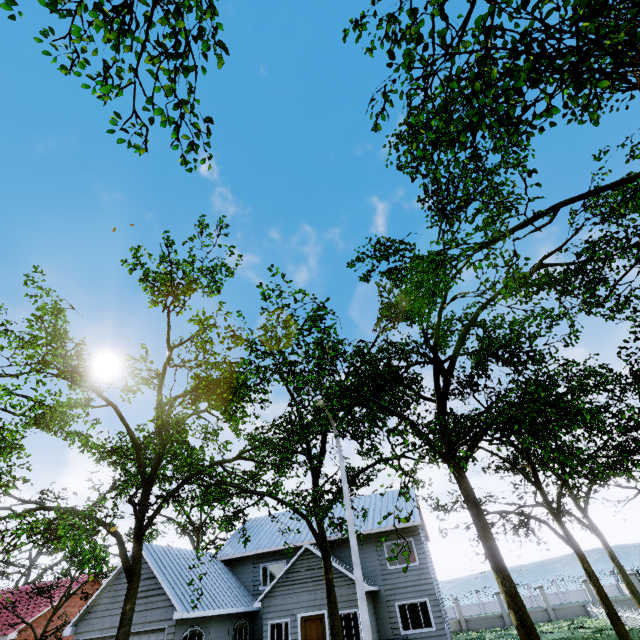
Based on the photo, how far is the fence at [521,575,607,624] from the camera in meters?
24.2

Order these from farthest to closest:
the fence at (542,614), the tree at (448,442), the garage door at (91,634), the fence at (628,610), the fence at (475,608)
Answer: the fence at (475,608)
the fence at (542,614)
the fence at (628,610)
the garage door at (91,634)
the tree at (448,442)

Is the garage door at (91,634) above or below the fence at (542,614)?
above

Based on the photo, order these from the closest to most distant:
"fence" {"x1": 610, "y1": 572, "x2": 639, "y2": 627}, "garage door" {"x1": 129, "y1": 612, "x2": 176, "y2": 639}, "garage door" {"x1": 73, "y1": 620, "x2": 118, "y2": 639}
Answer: "garage door" {"x1": 129, "y1": 612, "x2": 176, "y2": 639}, "garage door" {"x1": 73, "y1": 620, "x2": 118, "y2": 639}, "fence" {"x1": 610, "y1": 572, "x2": 639, "y2": 627}

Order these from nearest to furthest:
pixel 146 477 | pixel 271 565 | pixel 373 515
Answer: pixel 146 477, pixel 271 565, pixel 373 515

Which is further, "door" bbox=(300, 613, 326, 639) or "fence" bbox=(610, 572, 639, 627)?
"fence" bbox=(610, 572, 639, 627)

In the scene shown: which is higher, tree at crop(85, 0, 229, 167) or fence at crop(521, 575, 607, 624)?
tree at crop(85, 0, 229, 167)
